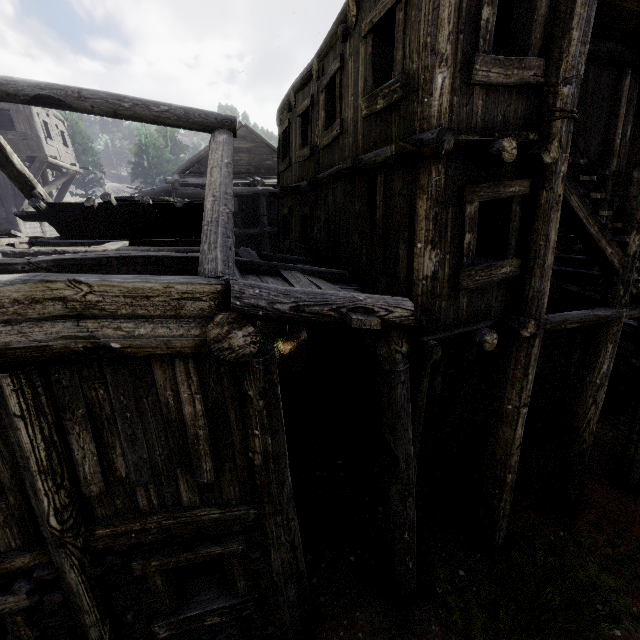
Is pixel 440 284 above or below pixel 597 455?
above
